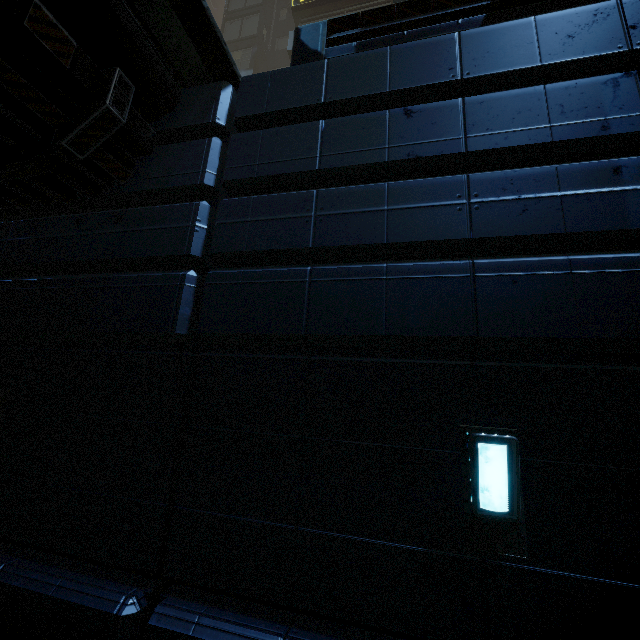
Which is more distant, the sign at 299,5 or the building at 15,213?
the sign at 299,5

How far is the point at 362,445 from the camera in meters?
2.9

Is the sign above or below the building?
above

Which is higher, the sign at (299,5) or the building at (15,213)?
the sign at (299,5)

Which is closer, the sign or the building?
the building
